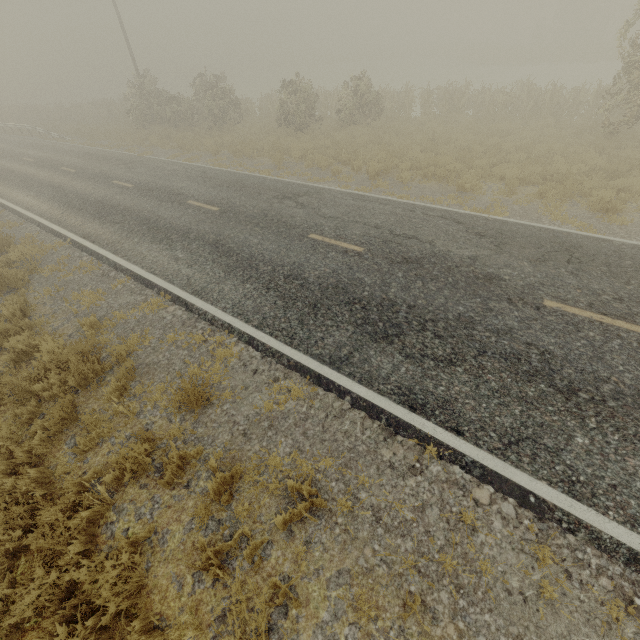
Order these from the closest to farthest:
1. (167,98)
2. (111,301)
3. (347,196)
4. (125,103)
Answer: (111,301) → (347,196) → (167,98) → (125,103)
